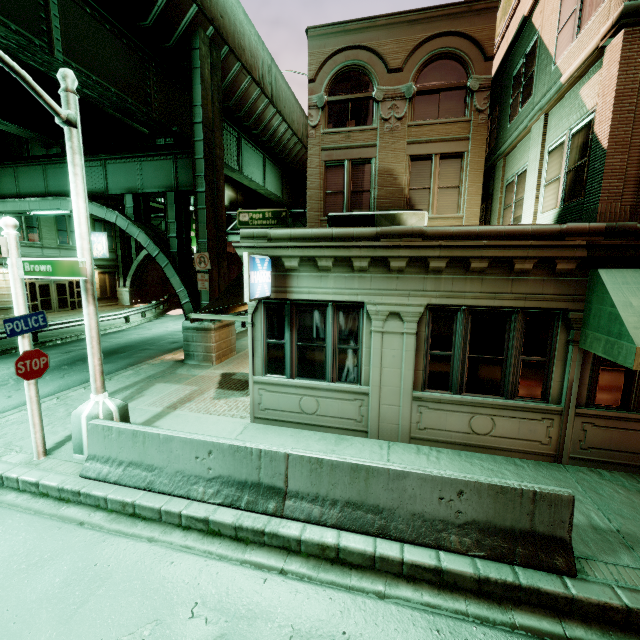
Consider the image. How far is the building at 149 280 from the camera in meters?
36.6

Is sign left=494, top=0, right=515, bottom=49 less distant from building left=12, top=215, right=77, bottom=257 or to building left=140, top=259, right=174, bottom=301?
building left=12, top=215, right=77, bottom=257

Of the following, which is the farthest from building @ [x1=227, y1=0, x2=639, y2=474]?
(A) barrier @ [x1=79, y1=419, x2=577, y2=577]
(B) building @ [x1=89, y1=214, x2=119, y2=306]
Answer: (B) building @ [x1=89, y1=214, x2=119, y2=306]

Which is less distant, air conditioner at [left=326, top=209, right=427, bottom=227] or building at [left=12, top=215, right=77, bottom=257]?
air conditioner at [left=326, top=209, right=427, bottom=227]

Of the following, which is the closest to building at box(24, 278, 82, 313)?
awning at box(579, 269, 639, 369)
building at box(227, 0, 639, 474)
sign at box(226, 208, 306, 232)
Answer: sign at box(226, 208, 306, 232)

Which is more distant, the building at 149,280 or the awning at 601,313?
the building at 149,280

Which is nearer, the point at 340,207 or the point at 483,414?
the point at 483,414

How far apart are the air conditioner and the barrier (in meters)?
7.82
